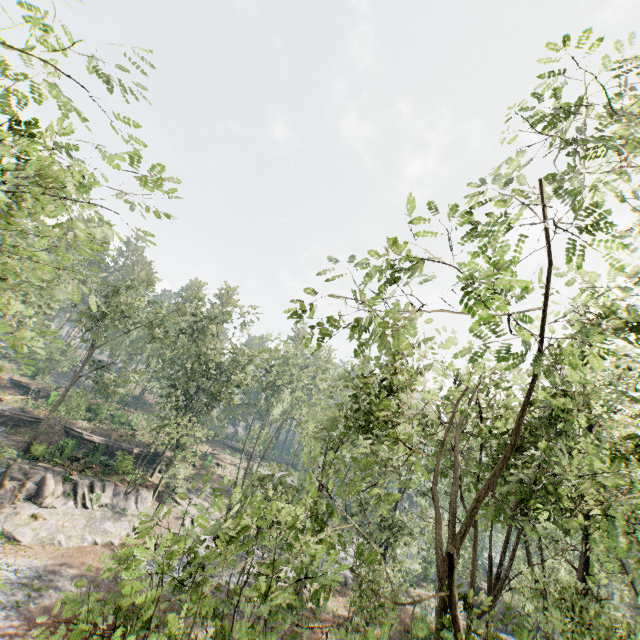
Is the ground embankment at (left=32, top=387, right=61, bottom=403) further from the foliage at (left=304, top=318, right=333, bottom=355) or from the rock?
the rock

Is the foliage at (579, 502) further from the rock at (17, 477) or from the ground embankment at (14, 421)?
the ground embankment at (14, 421)

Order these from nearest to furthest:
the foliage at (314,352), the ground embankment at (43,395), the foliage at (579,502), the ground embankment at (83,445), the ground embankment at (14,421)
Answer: the foliage at (579,502)
the foliage at (314,352)
the ground embankment at (83,445)
the ground embankment at (14,421)
the ground embankment at (43,395)

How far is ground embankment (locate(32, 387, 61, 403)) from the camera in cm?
4219

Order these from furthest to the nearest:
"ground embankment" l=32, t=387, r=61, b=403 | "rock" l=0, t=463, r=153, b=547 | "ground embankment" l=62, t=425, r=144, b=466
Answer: "ground embankment" l=32, t=387, r=61, b=403
"ground embankment" l=62, t=425, r=144, b=466
"rock" l=0, t=463, r=153, b=547

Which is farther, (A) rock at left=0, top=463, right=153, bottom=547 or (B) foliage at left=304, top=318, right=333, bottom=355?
(A) rock at left=0, top=463, right=153, bottom=547

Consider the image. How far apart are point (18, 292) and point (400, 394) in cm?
2895

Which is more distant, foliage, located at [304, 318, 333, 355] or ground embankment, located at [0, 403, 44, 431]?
ground embankment, located at [0, 403, 44, 431]
